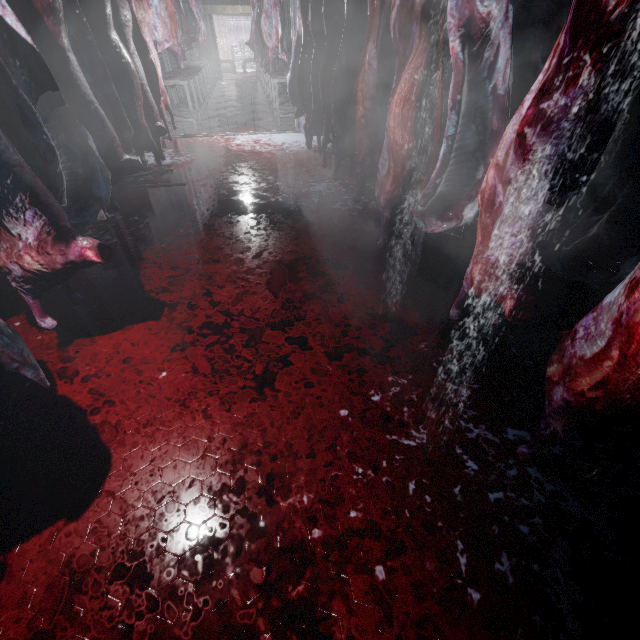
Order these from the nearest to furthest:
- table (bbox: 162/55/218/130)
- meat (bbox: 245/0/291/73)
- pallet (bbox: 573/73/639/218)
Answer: pallet (bbox: 573/73/639/218) < meat (bbox: 245/0/291/73) < table (bbox: 162/55/218/130)

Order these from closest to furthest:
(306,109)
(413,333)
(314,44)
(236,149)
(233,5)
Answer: (413,333) → (314,44) → (306,109) → (236,149) → (233,5)

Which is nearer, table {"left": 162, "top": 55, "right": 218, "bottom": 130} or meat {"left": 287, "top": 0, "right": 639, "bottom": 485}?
meat {"left": 287, "top": 0, "right": 639, "bottom": 485}

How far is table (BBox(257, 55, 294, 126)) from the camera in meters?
6.2

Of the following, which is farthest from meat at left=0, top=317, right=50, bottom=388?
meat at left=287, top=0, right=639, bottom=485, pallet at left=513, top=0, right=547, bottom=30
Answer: pallet at left=513, top=0, right=547, bottom=30

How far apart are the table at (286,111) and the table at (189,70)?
1.58m

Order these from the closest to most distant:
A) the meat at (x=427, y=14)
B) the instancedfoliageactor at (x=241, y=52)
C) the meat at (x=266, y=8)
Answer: the meat at (x=427, y=14) < the meat at (x=266, y=8) < the instancedfoliageactor at (x=241, y=52)

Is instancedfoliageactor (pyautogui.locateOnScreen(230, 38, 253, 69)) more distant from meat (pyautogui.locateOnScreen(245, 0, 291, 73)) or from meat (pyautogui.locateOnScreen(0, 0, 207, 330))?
meat (pyautogui.locateOnScreen(0, 0, 207, 330))
